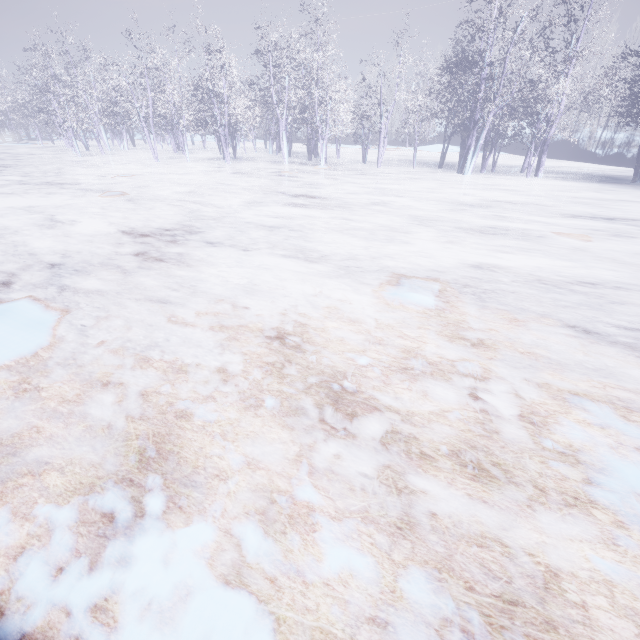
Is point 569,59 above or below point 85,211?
above
